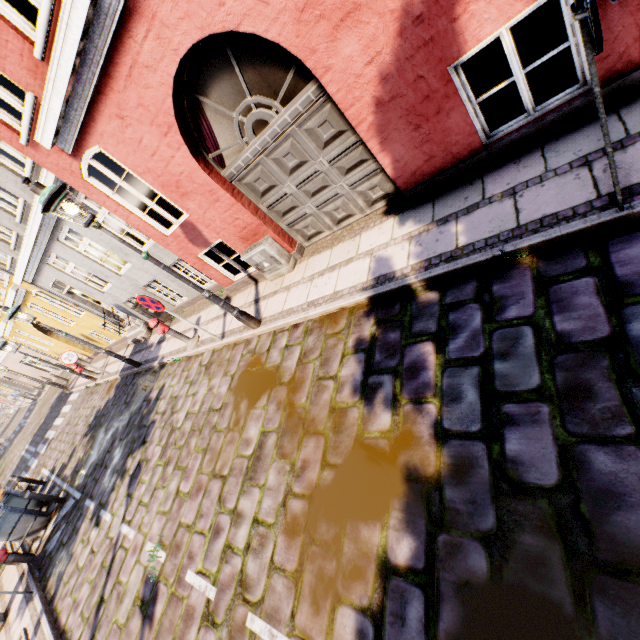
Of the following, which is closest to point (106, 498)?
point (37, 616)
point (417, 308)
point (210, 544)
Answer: point (37, 616)

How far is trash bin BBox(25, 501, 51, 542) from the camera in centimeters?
931cm

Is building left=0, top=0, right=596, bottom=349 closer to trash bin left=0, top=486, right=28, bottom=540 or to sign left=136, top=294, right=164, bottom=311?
sign left=136, top=294, right=164, bottom=311

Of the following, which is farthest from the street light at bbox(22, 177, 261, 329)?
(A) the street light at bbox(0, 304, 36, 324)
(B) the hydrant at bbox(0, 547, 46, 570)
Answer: (B) the hydrant at bbox(0, 547, 46, 570)

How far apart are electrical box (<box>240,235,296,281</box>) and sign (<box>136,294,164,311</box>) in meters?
1.8

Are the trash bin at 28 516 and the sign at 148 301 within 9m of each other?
yes

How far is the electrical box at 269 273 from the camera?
6.3m

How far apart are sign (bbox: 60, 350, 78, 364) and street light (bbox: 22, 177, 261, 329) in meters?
9.7 m
